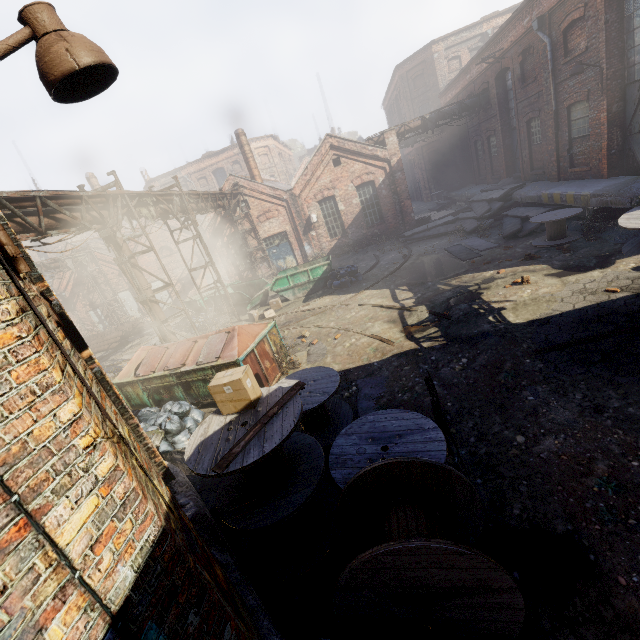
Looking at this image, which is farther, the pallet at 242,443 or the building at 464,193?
the building at 464,193

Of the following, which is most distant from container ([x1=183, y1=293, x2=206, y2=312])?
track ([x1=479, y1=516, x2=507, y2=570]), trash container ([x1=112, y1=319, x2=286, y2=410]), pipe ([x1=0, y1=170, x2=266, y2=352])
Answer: track ([x1=479, y1=516, x2=507, y2=570])

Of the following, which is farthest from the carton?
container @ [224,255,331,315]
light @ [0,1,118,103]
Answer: container @ [224,255,331,315]

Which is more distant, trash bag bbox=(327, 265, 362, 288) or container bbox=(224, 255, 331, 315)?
container bbox=(224, 255, 331, 315)

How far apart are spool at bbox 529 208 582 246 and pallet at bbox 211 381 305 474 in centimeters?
1163cm

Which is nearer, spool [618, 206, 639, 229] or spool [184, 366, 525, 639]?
spool [184, 366, 525, 639]

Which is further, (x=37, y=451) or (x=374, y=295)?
(x=374, y=295)

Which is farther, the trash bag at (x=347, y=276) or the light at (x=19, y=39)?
the trash bag at (x=347, y=276)
